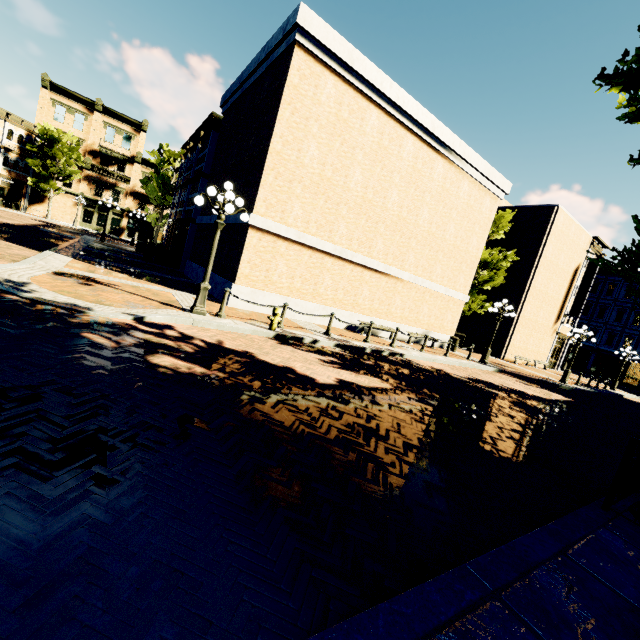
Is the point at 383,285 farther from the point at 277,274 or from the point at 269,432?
the point at 269,432

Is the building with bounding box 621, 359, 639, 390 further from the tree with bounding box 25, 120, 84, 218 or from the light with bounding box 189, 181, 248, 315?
the light with bounding box 189, 181, 248, 315

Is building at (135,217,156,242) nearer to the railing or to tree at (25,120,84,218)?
tree at (25,120,84,218)

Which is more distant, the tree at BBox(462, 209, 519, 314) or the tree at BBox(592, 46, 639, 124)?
the tree at BBox(462, 209, 519, 314)

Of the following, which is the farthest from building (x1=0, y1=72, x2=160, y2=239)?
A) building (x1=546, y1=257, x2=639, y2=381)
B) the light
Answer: Answer: the light

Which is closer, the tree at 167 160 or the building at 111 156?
the tree at 167 160

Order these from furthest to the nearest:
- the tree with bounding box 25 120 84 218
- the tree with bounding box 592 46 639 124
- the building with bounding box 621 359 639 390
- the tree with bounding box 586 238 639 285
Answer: the building with bounding box 621 359 639 390 → the tree with bounding box 25 120 84 218 → the tree with bounding box 586 238 639 285 → the tree with bounding box 592 46 639 124

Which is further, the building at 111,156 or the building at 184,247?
the building at 111,156
